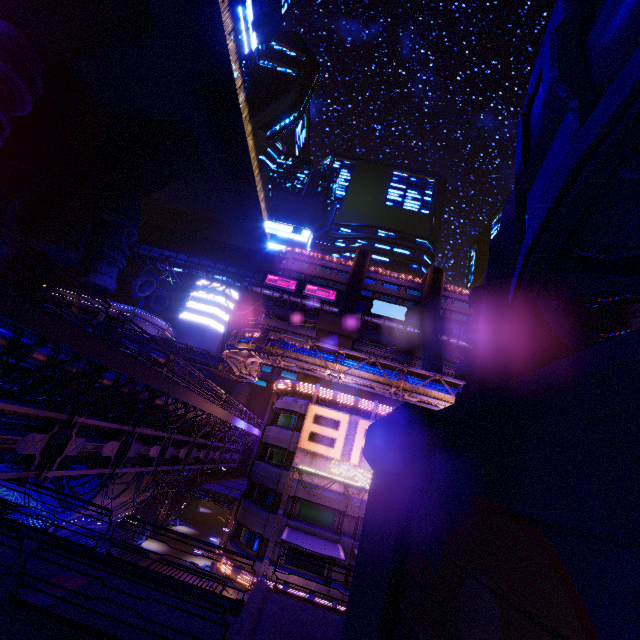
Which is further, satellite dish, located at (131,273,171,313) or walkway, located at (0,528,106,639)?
satellite dish, located at (131,273,171,313)

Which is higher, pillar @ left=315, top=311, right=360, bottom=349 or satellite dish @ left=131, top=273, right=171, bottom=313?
satellite dish @ left=131, top=273, right=171, bottom=313

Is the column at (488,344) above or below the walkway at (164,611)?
above

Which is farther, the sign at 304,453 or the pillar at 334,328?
the pillar at 334,328

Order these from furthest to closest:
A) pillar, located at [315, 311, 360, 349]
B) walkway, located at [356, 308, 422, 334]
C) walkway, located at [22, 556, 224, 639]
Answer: walkway, located at [356, 308, 422, 334] < pillar, located at [315, 311, 360, 349] < walkway, located at [22, 556, 224, 639]

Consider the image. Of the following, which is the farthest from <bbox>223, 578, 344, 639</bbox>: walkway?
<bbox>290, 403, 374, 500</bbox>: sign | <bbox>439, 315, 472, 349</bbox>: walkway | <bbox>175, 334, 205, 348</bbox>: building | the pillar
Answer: <bbox>439, 315, 472, 349</bbox>: walkway

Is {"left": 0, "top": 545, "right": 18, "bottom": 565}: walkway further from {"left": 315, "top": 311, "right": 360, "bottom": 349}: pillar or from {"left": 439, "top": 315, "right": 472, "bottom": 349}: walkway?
{"left": 439, "top": 315, "right": 472, "bottom": 349}: walkway

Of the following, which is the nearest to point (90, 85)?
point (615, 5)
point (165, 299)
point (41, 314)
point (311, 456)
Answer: point (165, 299)
